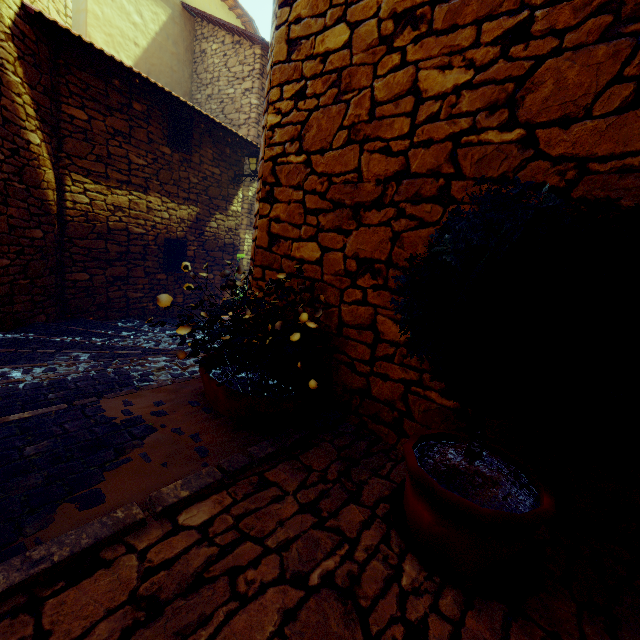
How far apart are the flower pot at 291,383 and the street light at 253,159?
6.5m

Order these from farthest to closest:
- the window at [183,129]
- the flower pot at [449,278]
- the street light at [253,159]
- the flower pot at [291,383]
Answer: the street light at [253,159] < the window at [183,129] < the flower pot at [291,383] < the flower pot at [449,278]

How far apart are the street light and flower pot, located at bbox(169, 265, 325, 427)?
6.5 meters

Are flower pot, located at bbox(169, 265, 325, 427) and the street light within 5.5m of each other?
no

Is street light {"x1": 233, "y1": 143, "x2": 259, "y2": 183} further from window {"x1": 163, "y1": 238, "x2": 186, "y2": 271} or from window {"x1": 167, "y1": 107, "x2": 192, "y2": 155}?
window {"x1": 163, "y1": 238, "x2": 186, "y2": 271}

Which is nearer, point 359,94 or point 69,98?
point 359,94

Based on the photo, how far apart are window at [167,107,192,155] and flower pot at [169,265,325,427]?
5.69m

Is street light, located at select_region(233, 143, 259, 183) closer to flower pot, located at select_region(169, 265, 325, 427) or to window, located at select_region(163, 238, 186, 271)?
window, located at select_region(163, 238, 186, 271)
